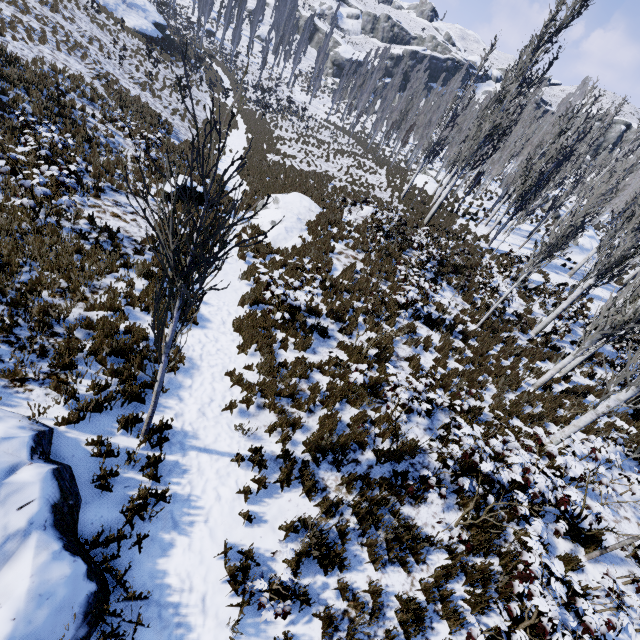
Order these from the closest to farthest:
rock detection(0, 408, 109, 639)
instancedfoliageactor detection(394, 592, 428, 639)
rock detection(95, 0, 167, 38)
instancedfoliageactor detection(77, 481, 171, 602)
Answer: rock detection(0, 408, 109, 639) < instancedfoliageactor detection(77, 481, 171, 602) < instancedfoliageactor detection(394, 592, 428, 639) < rock detection(95, 0, 167, 38)

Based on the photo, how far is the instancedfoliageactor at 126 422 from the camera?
5.1m

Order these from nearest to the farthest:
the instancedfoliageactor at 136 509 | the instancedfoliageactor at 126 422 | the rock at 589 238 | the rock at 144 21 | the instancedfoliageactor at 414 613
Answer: the instancedfoliageactor at 136 509
the instancedfoliageactor at 414 613
the instancedfoliageactor at 126 422
the rock at 589 238
the rock at 144 21

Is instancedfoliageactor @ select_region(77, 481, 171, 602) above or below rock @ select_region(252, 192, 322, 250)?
below

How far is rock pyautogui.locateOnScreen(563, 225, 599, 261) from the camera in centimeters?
2436cm

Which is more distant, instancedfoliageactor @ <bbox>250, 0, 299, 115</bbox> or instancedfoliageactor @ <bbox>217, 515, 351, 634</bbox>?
instancedfoliageactor @ <bbox>250, 0, 299, 115</bbox>

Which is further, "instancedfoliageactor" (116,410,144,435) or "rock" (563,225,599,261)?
"rock" (563,225,599,261)

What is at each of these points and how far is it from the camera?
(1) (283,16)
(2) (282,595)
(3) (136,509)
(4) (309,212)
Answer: (1) instancedfoliageactor, 57.3m
(2) instancedfoliageactor, 4.3m
(3) instancedfoliageactor, 4.3m
(4) rock, 15.1m
